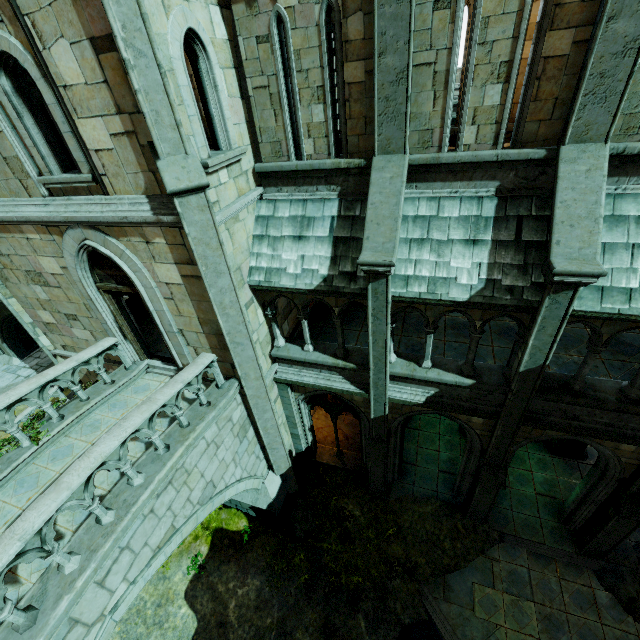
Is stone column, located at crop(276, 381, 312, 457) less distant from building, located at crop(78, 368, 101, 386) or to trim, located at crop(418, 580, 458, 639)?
building, located at crop(78, 368, 101, 386)

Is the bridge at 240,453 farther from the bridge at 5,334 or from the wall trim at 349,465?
the bridge at 5,334

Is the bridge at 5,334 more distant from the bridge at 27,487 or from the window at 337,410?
the window at 337,410

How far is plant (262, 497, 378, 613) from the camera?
9.8m

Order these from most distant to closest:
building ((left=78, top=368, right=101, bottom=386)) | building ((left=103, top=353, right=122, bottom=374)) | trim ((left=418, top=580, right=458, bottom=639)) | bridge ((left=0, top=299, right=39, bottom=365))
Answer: bridge ((left=0, top=299, right=39, bottom=365)) → building ((left=78, top=368, right=101, bottom=386)) → building ((left=103, top=353, right=122, bottom=374)) → trim ((left=418, top=580, right=458, bottom=639))

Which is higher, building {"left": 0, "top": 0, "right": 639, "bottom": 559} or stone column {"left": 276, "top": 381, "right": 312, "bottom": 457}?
building {"left": 0, "top": 0, "right": 639, "bottom": 559}

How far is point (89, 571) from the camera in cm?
478

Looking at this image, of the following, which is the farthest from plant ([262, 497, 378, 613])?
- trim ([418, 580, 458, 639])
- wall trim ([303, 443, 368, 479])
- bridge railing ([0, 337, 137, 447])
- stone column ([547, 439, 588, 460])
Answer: stone column ([547, 439, 588, 460])
